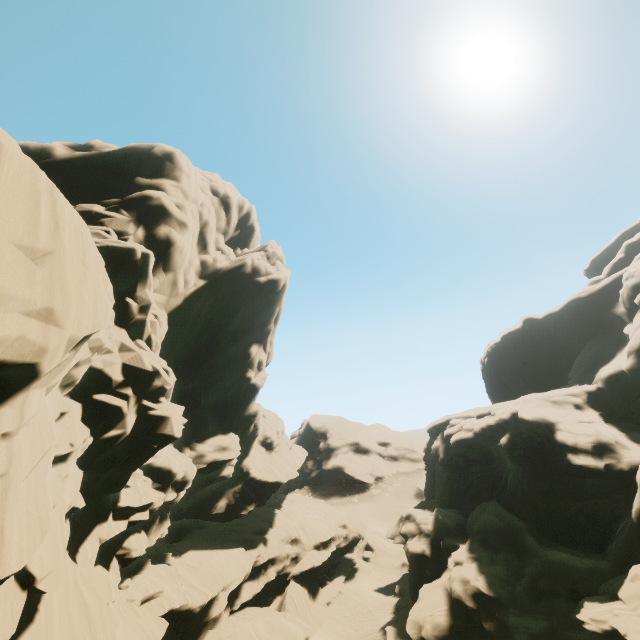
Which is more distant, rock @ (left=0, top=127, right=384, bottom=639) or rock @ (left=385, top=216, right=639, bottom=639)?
rock @ (left=385, top=216, right=639, bottom=639)

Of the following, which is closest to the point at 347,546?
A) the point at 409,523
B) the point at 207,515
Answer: the point at 409,523

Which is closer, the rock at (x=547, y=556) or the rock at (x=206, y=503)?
the rock at (x=206, y=503)
